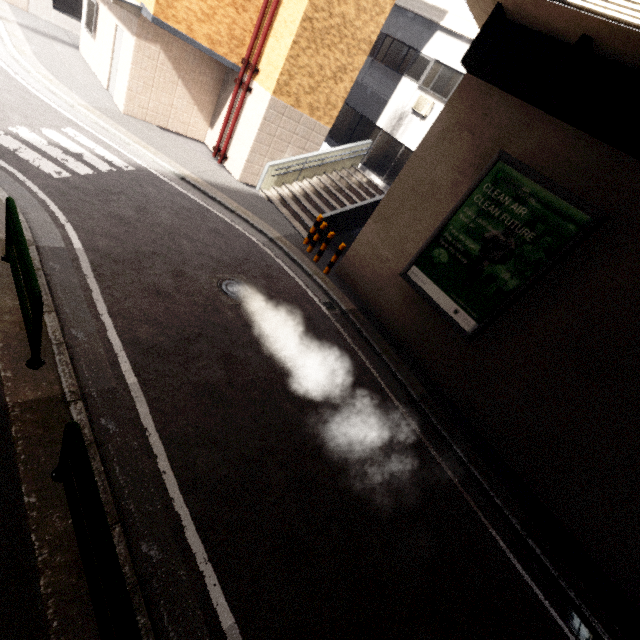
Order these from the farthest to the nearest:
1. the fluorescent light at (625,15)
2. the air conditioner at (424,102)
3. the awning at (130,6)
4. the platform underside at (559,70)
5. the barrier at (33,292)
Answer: the air conditioner at (424,102), the awning at (130,6), the platform underside at (559,70), the fluorescent light at (625,15), the barrier at (33,292)

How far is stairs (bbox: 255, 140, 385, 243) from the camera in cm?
1141

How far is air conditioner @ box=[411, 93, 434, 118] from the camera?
12.9 meters

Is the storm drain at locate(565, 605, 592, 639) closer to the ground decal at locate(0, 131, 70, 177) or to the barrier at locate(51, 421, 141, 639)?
the barrier at locate(51, 421, 141, 639)

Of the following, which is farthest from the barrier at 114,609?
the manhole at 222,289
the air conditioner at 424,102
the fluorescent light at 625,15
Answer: the air conditioner at 424,102

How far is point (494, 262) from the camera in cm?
731

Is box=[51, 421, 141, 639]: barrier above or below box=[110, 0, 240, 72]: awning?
below

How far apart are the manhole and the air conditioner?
10.88m
